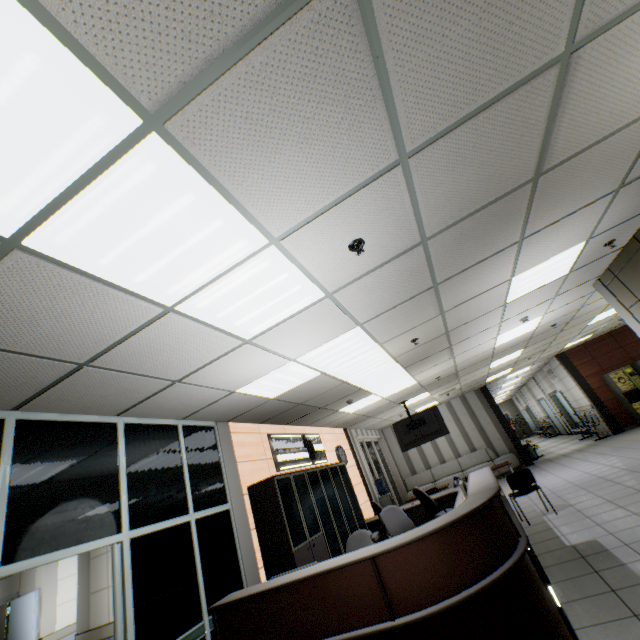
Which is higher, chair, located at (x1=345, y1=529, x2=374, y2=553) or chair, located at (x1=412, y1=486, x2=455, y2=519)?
chair, located at (x1=345, y1=529, x2=374, y2=553)

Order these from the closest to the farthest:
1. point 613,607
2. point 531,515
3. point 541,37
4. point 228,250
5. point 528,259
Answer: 1. point 541,37
2. point 228,250
3. point 613,607
4. point 528,259
5. point 531,515

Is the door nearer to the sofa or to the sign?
the sign

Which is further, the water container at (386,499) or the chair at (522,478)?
the water container at (386,499)

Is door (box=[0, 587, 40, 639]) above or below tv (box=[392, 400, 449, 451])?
below

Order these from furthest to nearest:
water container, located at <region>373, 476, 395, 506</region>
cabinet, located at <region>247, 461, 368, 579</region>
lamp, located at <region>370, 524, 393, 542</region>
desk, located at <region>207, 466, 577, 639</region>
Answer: water container, located at <region>373, 476, 395, 506</region> < cabinet, located at <region>247, 461, 368, 579</region> < lamp, located at <region>370, 524, 393, 542</region> < desk, located at <region>207, 466, 577, 639</region>

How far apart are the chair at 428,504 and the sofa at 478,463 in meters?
6.7

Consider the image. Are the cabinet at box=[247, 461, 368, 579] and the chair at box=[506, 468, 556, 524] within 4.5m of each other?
yes
